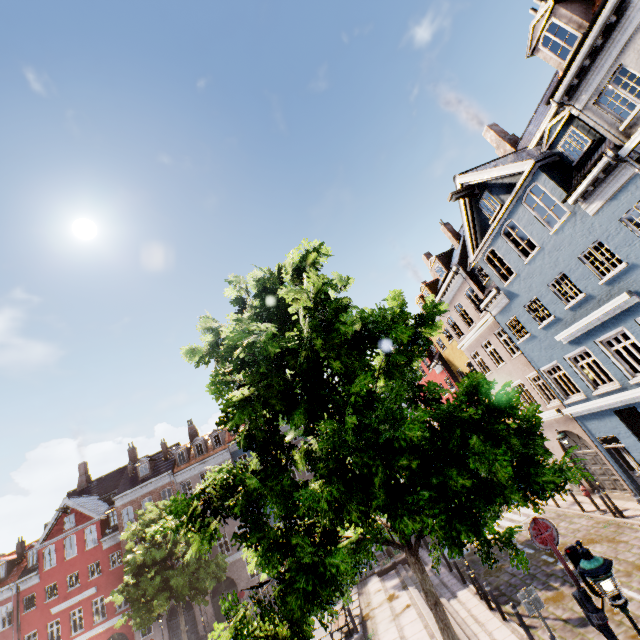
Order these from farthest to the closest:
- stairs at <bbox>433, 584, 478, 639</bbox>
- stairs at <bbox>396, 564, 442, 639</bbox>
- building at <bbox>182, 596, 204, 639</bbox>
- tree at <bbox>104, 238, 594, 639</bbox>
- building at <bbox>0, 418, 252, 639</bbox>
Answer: building at <bbox>0, 418, 252, 639</bbox>
building at <bbox>182, 596, 204, 639</bbox>
stairs at <bbox>396, 564, 442, 639</bbox>
stairs at <bbox>433, 584, 478, 639</bbox>
tree at <bbox>104, 238, 594, 639</bbox>

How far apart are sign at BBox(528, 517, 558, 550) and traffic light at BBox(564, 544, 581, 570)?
0.2 meters

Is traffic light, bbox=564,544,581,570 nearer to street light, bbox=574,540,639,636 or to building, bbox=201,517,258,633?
street light, bbox=574,540,639,636

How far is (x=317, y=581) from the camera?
4.1 meters

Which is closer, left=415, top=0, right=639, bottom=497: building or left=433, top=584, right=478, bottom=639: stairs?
left=415, top=0, right=639, bottom=497: building

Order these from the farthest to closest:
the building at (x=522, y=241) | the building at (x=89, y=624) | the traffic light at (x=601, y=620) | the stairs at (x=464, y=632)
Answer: the building at (x=89, y=624)
the stairs at (x=464, y=632)
the building at (x=522, y=241)
the traffic light at (x=601, y=620)

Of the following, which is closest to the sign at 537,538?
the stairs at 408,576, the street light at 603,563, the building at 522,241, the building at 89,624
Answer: the street light at 603,563
